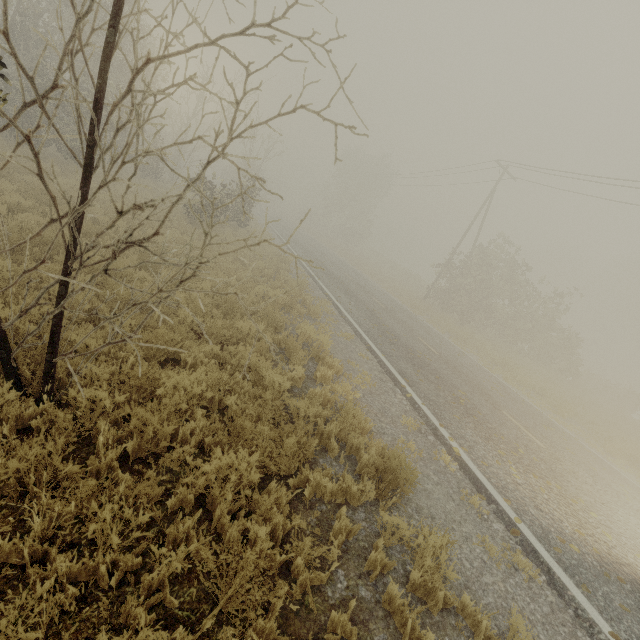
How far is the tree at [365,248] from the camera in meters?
36.5 m

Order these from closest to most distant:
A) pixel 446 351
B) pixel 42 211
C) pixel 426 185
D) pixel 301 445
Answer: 1. pixel 301 445
2. pixel 42 211
3. pixel 446 351
4. pixel 426 185

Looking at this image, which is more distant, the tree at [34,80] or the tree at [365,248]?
the tree at [365,248]

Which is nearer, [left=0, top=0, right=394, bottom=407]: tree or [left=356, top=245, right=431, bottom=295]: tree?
[left=0, top=0, right=394, bottom=407]: tree

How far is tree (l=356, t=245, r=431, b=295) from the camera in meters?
36.5 m

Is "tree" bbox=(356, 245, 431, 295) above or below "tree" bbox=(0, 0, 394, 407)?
below
